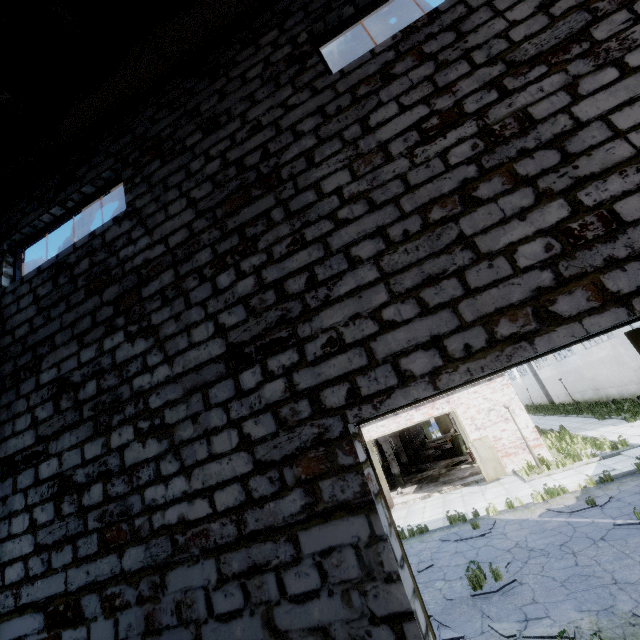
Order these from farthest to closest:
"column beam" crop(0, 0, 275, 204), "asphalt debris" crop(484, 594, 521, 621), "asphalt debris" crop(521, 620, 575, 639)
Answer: "asphalt debris" crop(484, 594, 521, 621)
"asphalt debris" crop(521, 620, 575, 639)
"column beam" crop(0, 0, 275, 204)

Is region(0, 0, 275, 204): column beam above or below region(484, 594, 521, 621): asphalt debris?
above

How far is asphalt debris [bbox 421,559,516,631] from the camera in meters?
7.0

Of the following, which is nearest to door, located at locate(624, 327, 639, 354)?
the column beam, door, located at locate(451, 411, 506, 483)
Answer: the column beam

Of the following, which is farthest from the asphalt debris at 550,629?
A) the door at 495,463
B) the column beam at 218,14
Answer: the column beam at 218,14

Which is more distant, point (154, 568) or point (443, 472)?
point (443, 472)

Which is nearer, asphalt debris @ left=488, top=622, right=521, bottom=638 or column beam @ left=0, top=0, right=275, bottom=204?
column beam @ left=0, top=0, right=275, bottom=204

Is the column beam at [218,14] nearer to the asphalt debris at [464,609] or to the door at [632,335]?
the door at [632,335]
